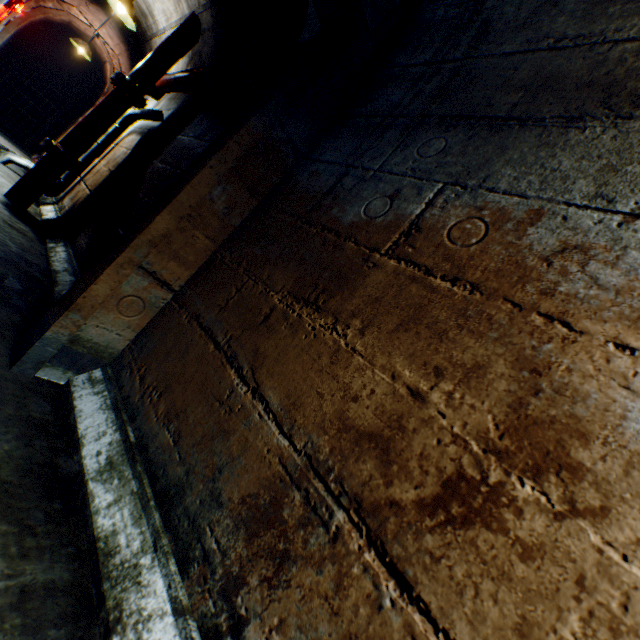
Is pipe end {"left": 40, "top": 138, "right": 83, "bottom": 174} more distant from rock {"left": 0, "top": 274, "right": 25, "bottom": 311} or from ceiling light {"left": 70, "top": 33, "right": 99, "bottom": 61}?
ceiling light {"left": 70, "top": 33, "right": 99, "bottom": 61}

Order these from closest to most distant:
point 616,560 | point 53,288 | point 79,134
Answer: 1. point 616,560
2. point 53,288
3. point 79,134

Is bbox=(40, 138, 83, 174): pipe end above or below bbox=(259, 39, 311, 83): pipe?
below

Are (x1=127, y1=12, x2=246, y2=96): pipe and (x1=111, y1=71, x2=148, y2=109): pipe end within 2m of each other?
yes

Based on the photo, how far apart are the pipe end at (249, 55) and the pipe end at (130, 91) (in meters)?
1.95

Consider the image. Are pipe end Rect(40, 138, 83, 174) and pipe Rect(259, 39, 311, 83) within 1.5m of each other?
no

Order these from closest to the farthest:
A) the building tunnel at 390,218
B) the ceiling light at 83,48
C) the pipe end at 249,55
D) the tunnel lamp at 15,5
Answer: the building tunnel at 390,218 < the pipe end at 249,55 < the tunnel lamp at 15,5 < the ceiling light at 83,48

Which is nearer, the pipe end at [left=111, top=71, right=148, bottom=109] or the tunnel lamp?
the pipe end at [left=111, top=71, right=148, bottom=109]
